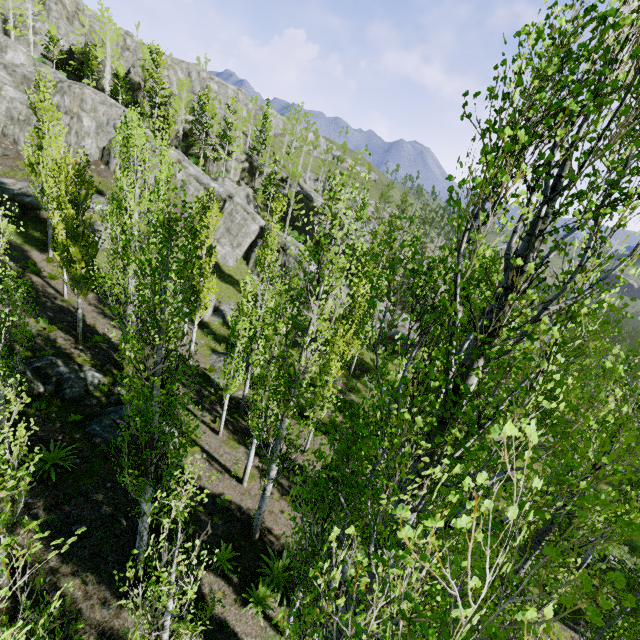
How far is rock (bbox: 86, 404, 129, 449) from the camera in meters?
13.0

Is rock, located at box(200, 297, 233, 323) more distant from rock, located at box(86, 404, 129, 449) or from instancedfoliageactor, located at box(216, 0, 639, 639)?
rock, located at box(86, 404, 129, 449)

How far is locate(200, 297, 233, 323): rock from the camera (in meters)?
26.60

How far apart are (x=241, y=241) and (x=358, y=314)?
22.52m

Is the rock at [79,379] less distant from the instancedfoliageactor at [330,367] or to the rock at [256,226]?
the instancedfoliageactor at [330,367]

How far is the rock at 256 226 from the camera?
35.5m

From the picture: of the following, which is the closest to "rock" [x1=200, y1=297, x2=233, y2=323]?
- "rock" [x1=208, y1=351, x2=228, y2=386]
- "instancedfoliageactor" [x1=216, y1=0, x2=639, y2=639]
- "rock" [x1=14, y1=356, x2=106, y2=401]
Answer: "instancedfoliageactor" [x1=216, y1=0, x2=639, y2=639]
